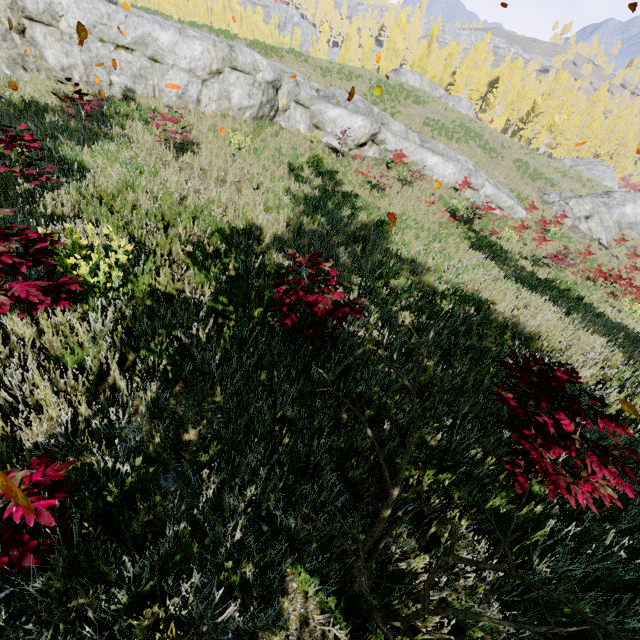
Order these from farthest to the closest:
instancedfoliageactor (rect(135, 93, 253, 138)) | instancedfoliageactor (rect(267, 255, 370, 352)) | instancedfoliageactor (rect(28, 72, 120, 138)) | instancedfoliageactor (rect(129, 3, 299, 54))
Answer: instancedfoliageactor (rect(129, 3, 299, 54))
instancedfoliageactor (rect(135, 93, 253, 138))
instancedfoliageactor (rect(28, 72, 120, 138))
instancedfoliageactor (rect(267, 255, 370, 352))

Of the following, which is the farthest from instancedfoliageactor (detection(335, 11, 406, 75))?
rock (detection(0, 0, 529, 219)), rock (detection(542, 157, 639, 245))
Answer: rock (detection(542, 157, 639, 245))

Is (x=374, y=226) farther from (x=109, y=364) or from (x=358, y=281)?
(x=109, y=364)

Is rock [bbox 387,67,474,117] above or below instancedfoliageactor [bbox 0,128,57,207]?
above

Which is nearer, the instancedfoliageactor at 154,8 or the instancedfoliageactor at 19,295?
the instancedfoliageactor at 19,295

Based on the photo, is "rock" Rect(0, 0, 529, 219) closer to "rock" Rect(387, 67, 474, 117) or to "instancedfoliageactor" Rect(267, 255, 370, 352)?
"instancedfoliageactor" Rect(267, 255, 370, 352)

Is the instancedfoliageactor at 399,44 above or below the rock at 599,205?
above

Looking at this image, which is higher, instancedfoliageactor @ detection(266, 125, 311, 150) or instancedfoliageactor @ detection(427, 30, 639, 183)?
instancedfoliageactor @ detection(427, 30, 639, 183)
